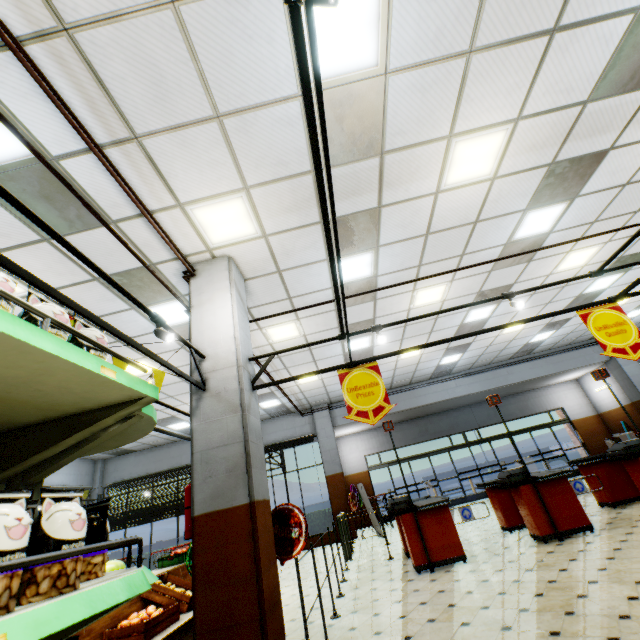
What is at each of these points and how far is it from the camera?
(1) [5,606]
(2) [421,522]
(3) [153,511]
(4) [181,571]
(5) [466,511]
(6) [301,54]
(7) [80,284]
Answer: (1) packaged food, 0.69m
(2) checkout counter, 5.83m
(3) curtain, 12.91m
(4) wooden stand, 5.74m
(5) rail gate base, 6.30m
(6) light truss, 1.59m
(7) building, 4.91m

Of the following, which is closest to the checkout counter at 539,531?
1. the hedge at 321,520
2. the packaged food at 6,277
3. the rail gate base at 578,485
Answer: the rail gate base at 578,485

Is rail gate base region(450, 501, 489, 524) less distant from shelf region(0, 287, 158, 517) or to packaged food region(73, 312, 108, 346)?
shelf region(0, 287, 158, 517)

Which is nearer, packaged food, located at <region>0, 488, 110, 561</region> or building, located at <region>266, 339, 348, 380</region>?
packaged food, located at <region>0, 488, 110, 561</region>

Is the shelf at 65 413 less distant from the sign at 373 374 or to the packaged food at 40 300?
the packaged food at 40 300

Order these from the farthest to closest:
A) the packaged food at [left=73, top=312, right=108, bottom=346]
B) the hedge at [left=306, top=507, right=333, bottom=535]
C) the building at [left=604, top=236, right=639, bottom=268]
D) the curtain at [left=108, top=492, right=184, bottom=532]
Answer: the curtain at [left=108, top=492, right=184, bottom=532], the hedge at [left=306, top=507, right=333, bottom=535], the building at [left=604, top=236, right=639, bottom=268], the packaged food at [left=73, top=312, right=108, bottom=346]

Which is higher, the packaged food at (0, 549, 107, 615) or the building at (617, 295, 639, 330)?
the building at (617, 295, 639, 330)

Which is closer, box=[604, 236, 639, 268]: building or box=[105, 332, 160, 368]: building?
box=[105, 332, 160, 368]: building
